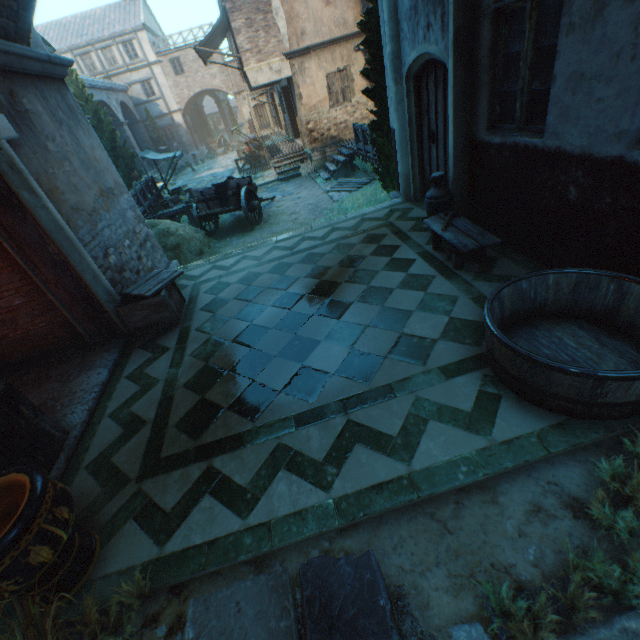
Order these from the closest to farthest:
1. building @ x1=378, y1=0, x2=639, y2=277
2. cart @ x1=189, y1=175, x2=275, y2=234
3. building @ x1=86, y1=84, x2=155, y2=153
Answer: building @ x1=378, y1=0, x2=639, y2=277 < cart @ x1=189, y1=175, x2=275, y2=234 < building @ x1=86, y1=84, x2=155, y2=153

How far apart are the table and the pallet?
7.7 meters

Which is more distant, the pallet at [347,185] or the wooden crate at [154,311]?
the pallet at [347,185]

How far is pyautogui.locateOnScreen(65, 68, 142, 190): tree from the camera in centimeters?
1816cm

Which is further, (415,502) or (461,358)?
(461,358)

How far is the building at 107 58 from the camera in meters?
29.6 m

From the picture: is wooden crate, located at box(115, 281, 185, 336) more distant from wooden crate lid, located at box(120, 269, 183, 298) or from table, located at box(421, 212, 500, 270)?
table, located at box(421, 212, 500, 270)

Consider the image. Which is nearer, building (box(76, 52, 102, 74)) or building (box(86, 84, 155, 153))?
building (box(86, 84, 155, 153))
